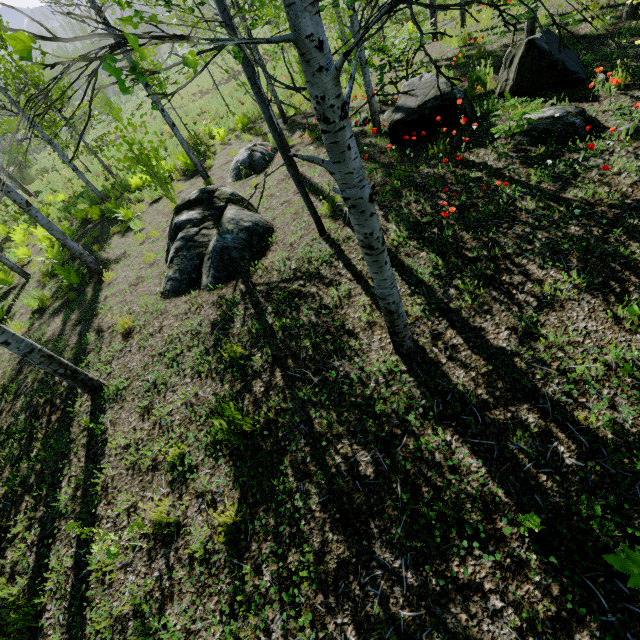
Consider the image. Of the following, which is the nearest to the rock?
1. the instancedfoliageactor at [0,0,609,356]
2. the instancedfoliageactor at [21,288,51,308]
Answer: the instancedfoliageactor at [0,0,609,356]

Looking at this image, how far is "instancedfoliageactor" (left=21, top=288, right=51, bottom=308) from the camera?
7.7m

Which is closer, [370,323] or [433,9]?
[433,9]

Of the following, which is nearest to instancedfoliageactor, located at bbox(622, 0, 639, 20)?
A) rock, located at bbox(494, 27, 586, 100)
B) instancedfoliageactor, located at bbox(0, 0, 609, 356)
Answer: rock, located at bbox(494, 27, 586, 100)

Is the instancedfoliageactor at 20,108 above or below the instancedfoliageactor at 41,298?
above

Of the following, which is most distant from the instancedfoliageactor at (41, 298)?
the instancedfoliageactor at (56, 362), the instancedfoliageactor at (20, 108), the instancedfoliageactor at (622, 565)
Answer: the instancedfoliageactor at (622, 565)

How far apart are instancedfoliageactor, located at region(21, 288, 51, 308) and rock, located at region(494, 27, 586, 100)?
11.15m

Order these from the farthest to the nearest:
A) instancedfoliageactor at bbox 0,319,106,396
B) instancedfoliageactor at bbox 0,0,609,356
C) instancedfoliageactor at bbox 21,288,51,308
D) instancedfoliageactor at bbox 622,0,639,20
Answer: instancedfoliageactor at bbox 21,288,51,308, instancedfoliageactor at bbox 622,0,639,20, instancedfoliageactor at bbox 0,319,106,396, instancedfoliageactor at bbox 0,0,609,356
